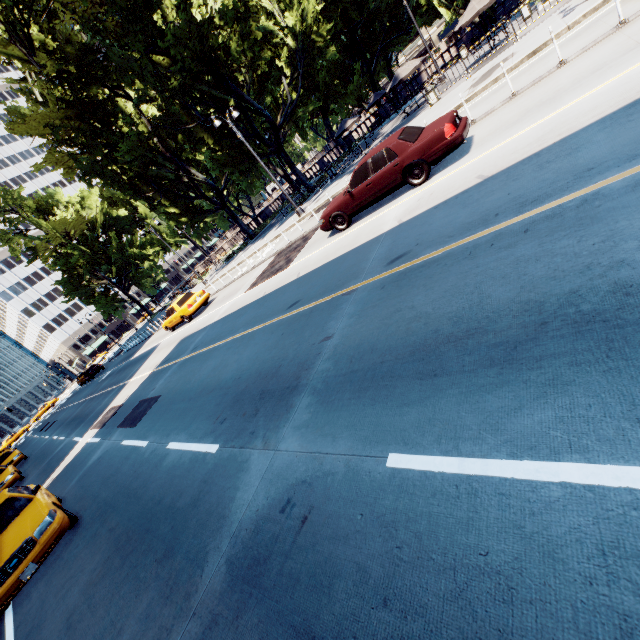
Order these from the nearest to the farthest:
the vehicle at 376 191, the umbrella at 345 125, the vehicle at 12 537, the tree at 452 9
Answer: the vehicle at 12 537 → the vehicle at 376 191 → the umbrella at 345 125 → the tree at 452 9

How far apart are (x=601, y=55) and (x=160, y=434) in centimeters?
1375cm

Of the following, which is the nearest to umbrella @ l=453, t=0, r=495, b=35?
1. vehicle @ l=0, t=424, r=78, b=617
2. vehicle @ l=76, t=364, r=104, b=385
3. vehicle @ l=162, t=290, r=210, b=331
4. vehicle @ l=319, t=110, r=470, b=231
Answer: vehicle @ l=319, t=110, r=470, b=231

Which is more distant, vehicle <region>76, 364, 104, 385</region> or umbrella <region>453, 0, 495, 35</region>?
vehicle <region>76, 364, 104, 385</region>

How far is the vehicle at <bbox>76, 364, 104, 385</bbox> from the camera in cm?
4075

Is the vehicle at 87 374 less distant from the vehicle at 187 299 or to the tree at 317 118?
the tree at 317 118

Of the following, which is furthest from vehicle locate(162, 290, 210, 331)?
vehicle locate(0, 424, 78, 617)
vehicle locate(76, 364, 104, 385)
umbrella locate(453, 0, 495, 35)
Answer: vehicle locate(76, 364, 104, 385)

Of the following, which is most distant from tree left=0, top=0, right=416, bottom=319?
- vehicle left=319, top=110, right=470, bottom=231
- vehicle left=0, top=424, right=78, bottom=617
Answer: vehicle left=0, top=424, right=78, bottom=617
